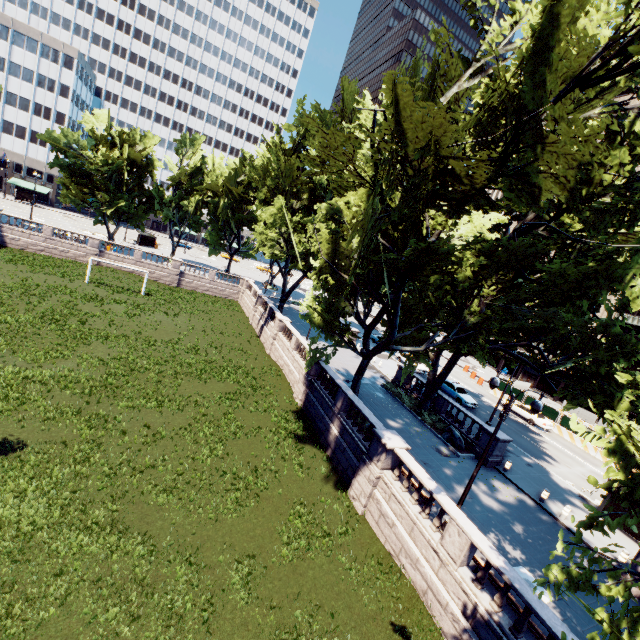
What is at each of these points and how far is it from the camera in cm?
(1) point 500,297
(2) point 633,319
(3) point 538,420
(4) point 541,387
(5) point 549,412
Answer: (1) tree, 2502
(2) building, 4250
(3) vehicle, 3303
(4) building, 5031
(5) fence, 3497

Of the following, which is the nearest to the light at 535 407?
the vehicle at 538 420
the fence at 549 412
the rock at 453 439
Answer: the rock at 453 439

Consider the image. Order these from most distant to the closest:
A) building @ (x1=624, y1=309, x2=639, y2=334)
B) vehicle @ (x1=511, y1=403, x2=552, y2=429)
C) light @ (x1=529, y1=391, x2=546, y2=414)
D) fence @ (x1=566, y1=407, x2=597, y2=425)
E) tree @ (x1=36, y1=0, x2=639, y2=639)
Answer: building @ (x1=624, y1=309, x2=639, y2=334), fence @ (x1=566, y1=407, x2=597, y2=425), vehicle @ (x1=511, y1=403, x2=552, y2=429), light @ (x1=529, y1=391, x2=546, y2=414), tree @ (x1=36, y1=0, x2=639, y2=639)

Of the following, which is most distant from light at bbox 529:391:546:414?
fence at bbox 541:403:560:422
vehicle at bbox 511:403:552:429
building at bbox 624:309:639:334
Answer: building at bbox 624:309:639:334

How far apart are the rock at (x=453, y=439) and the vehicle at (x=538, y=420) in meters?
15.4 m

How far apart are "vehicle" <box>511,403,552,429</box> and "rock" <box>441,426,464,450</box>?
15.4 meters

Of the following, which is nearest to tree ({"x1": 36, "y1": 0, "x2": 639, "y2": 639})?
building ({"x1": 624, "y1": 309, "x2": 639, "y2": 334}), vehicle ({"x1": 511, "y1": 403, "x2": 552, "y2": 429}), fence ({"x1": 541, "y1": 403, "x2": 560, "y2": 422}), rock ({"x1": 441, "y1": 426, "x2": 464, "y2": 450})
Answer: rock ({"x1": 441, "y1": 426, "x2": 464, "y2": 450})

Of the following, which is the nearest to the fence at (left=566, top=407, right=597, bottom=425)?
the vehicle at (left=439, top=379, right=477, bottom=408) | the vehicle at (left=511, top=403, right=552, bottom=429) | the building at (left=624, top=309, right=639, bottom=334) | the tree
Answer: the vehicle at (left=511, top=403, right=552, bottom=429)
